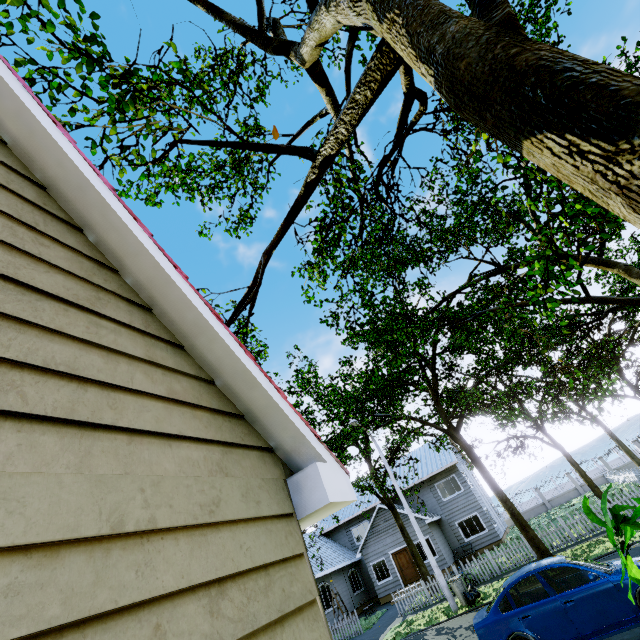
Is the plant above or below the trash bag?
above

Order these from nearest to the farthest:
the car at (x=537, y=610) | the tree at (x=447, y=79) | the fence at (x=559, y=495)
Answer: the tree at (x=447, y=79), the car at (x=537, y=610), the fence at (x=559, y=495)

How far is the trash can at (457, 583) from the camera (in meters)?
13.90

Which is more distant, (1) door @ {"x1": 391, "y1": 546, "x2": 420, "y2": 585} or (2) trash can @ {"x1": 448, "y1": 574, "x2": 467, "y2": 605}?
(1) door @ {"x1": 391, "y1": 546, "x2": 420, "y2": 585}

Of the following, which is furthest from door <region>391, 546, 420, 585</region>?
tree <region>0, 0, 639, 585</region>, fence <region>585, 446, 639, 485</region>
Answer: fence <region>585, 446, 639, 485</region>

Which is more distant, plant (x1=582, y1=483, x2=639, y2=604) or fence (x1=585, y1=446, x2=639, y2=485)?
fence (x1=585, y1=446, x2=639, y2=485)

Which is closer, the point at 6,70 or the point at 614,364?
the point at 6,70

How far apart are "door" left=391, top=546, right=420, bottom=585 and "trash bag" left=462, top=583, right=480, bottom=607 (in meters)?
11.13
